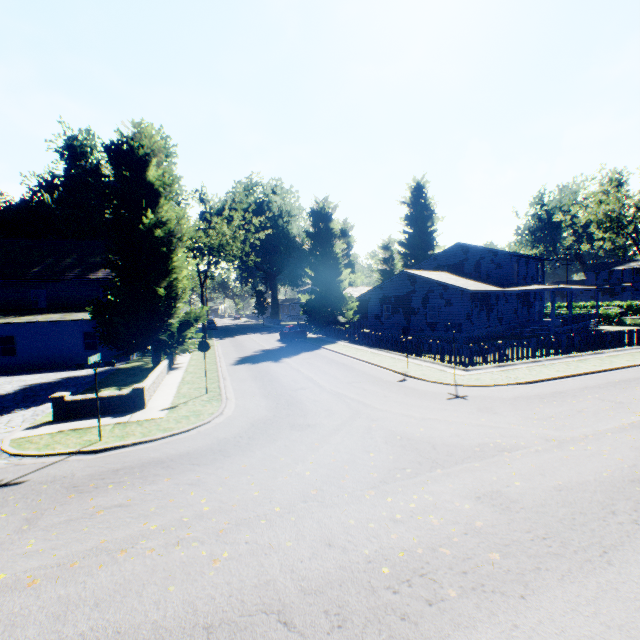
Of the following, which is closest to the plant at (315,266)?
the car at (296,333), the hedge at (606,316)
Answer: the car at (296,333)

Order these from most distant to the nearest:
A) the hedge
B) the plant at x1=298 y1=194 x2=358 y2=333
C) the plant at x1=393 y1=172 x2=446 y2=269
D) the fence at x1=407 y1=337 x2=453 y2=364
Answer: the plant at x1=393 y1=172 x2=446 y2=269 → the hedge → the plant at x1=298 y1=194 x2=358 y2=333 → the fence at x1=407 y1=337 x2=453 y2=364

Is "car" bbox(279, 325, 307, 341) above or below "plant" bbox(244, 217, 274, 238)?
below

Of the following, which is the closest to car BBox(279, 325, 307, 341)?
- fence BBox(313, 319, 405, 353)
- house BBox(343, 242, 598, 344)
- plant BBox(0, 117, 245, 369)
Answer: plant BBox(0, 117, 245, 369)

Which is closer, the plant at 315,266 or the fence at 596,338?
the fence at 596,338

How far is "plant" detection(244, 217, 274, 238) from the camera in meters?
39.8 m

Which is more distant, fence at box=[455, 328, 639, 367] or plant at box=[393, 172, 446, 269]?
plant at box=[393, 172, 446, 269]

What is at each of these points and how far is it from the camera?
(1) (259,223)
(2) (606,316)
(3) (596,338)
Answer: (1) plant, 41.62m
(2) hedge, 37.75m
(3) fence, 20.62m
